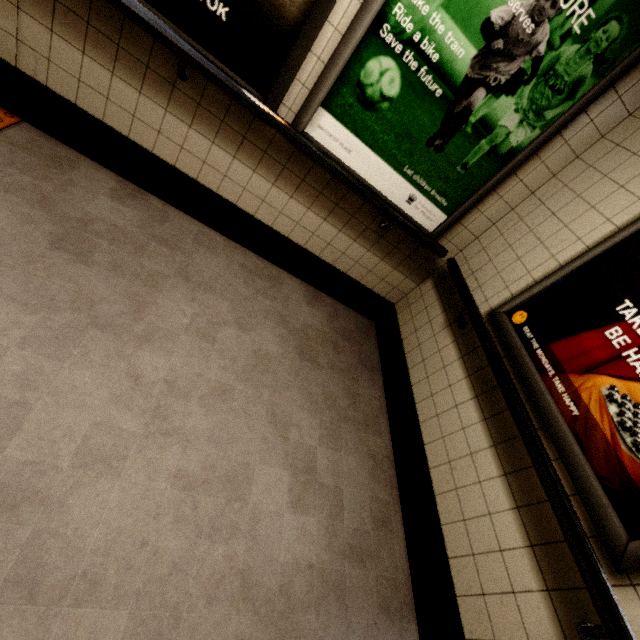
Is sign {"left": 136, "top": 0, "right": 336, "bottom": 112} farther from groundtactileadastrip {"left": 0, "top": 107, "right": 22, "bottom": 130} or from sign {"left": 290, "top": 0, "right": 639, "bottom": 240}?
groundtactileadastrip {"left": 0, "top": 107, "right": 22, "bottom": 130}

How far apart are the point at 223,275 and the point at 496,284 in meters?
1.9

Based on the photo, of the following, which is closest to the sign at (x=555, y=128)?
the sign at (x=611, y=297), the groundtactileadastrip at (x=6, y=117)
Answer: the sign at (x=611, y=297)

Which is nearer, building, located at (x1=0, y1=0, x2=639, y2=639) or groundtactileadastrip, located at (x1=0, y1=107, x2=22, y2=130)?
building, located at (x1=0, y1=0, x2=639, y2=639)

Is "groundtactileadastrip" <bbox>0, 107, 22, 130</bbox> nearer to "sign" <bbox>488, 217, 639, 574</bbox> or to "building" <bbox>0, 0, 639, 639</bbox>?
"building" <bbox>0, 0, 639, 639</bbox>

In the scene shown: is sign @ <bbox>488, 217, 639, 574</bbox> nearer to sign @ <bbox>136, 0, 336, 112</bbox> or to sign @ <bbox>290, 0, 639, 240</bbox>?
sign @ <bbox>290, 0, 639, 240</bbox>

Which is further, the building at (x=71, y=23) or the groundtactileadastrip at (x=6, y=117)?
the groundtactileadastrip at (x=6, y=117)
